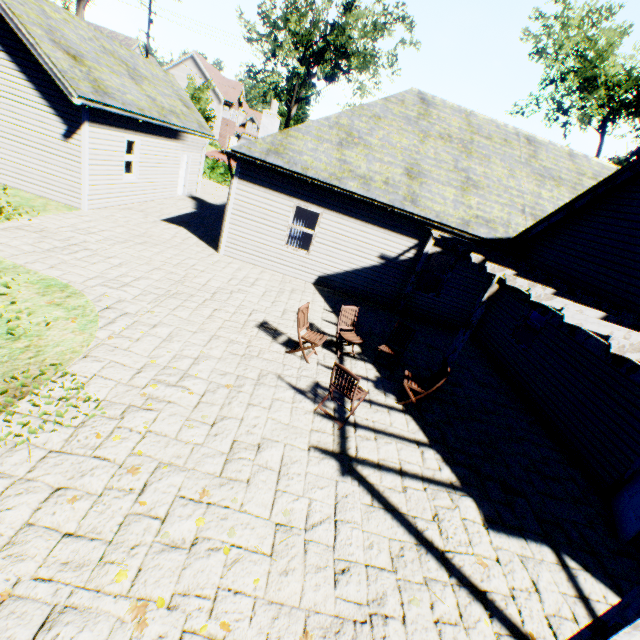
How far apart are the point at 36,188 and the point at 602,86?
34.7 meters

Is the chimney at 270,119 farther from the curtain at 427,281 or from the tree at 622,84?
the tree at 622,84

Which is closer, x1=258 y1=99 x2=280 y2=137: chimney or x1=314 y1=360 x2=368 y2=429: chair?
x1=314 y1=360 x2=368 y2=429: chair

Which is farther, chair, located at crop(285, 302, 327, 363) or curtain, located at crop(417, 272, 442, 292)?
curtain, located at crop(417, 272, 442, 292)

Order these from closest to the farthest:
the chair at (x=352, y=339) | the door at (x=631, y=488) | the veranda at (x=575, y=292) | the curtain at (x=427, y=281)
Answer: the veranda at (x=575, y=292)
the door at (x=631, y=488)
the chair at (x=352, y=339)
the curtain at (x=427, y=281)

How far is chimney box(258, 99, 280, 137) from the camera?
13.64m

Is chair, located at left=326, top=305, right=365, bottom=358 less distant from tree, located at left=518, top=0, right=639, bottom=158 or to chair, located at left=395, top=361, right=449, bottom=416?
chair, located at left=395, top=361, right=449, bottom=416

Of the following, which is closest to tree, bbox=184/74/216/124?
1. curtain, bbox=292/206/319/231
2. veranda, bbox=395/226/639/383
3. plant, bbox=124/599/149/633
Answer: curtain, bbox=292/206/319/231
